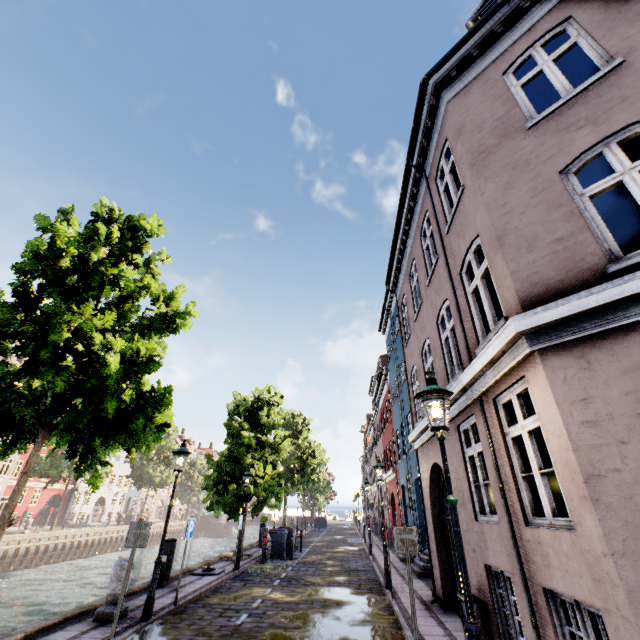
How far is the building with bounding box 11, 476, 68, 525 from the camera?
36.8 meters

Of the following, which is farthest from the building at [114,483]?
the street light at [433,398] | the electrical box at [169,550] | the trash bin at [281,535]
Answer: the street light at [433,398]

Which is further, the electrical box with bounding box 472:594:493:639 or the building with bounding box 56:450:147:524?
the building with bounding box 56:450:147:524

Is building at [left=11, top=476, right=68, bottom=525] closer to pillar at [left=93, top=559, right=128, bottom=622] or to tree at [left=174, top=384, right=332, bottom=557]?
tree at [left=174, top=384, right=332, bottom=557]

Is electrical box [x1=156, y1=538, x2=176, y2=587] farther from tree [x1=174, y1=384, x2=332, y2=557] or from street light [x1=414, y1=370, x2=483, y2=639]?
street light [x1=414, y1=370, x2=483, y2=639]

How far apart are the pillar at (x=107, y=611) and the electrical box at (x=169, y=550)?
3.04m

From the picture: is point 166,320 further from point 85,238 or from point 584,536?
point 584,536
